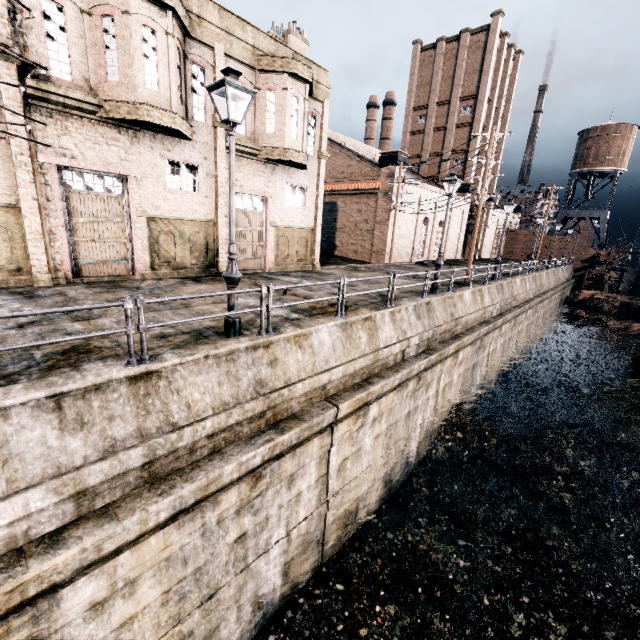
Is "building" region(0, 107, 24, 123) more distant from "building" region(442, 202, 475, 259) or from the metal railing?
the metal railing

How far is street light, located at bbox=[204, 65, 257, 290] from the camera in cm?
655

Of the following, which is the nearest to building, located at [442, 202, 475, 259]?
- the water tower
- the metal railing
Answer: the water tower

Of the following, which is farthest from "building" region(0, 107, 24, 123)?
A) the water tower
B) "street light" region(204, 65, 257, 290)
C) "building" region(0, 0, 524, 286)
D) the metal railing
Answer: the water tower

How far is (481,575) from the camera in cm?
1103

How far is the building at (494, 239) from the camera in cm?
5022

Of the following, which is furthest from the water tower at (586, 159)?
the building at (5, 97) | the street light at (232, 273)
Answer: the street light at (232, 273)
